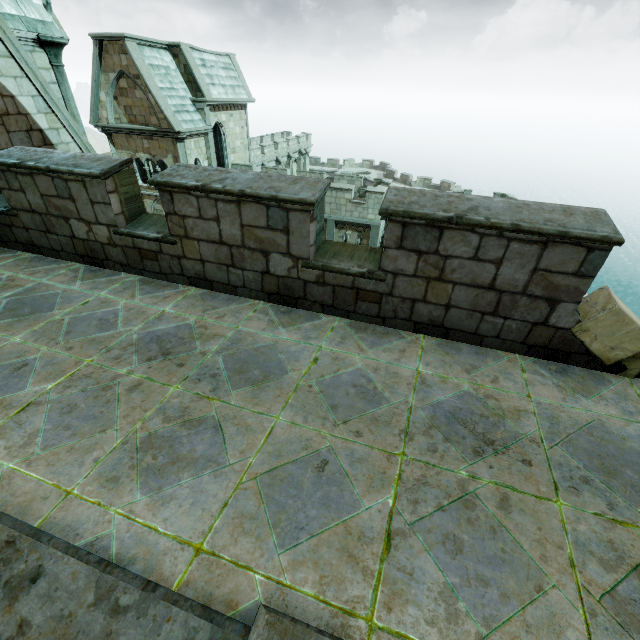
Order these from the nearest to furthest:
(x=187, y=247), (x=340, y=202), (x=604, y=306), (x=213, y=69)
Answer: (x=604, y=306) → (x=187, y=247) → (x=340, y=202) → (x=213, y=69)

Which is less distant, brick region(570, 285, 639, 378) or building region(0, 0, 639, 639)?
building region(0, 0, 639, 639)

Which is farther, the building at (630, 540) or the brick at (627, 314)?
the brick at (627, 314)
